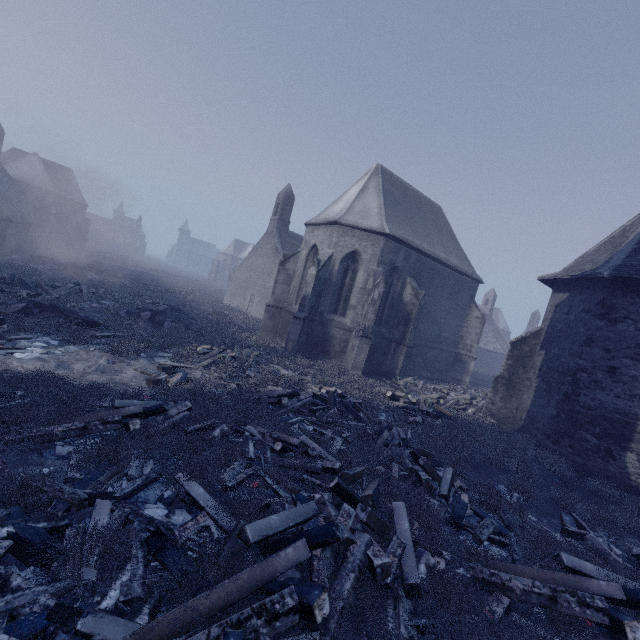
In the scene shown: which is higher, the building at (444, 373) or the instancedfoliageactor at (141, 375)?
the building at (444, 373)

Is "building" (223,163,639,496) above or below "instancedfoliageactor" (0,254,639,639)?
above

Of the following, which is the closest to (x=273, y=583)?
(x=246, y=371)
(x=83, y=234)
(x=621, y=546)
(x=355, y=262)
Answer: (x=621, y=546)

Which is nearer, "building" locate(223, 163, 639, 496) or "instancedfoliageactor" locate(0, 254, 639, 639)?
"instancedfoliageactor" locate(0, 254, 639, 639)

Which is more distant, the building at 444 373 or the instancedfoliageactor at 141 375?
the building at 444 373
